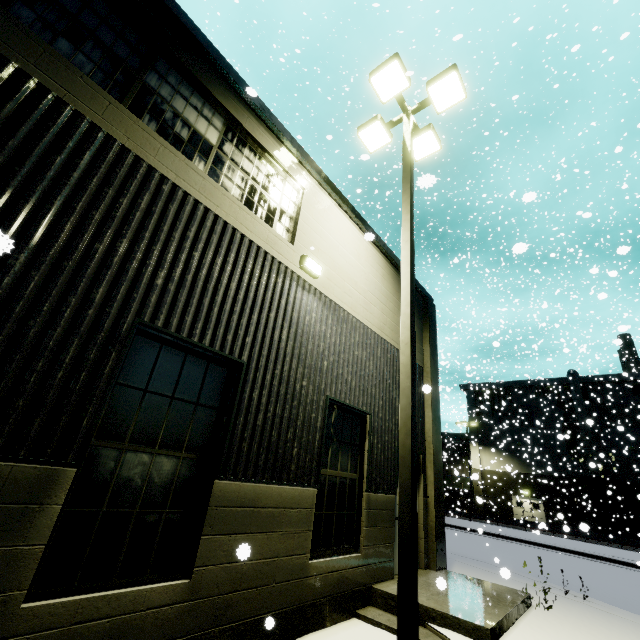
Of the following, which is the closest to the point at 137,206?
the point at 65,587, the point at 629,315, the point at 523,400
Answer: the point at 65,587

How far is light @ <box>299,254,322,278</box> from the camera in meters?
6.0

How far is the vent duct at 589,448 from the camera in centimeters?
3192cm

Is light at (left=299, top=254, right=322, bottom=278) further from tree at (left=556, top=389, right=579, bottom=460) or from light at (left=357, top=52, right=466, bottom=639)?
tree at (left=556, top=389, right=579, bottom=460)

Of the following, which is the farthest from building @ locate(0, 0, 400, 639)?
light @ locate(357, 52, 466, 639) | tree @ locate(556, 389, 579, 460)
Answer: light @ locate(357, 52, 466, 639)

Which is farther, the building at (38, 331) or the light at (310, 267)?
the light at (310, 267)

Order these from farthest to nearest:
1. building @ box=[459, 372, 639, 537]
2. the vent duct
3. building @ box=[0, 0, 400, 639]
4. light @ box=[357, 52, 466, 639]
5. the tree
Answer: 1. the tree
2. the vent duct
3. building @ box=[459, 372, 639, 537]
4. light @ box=[357, 52, 466, 639]
5. building @ box=[0, 0, 400, 639]
